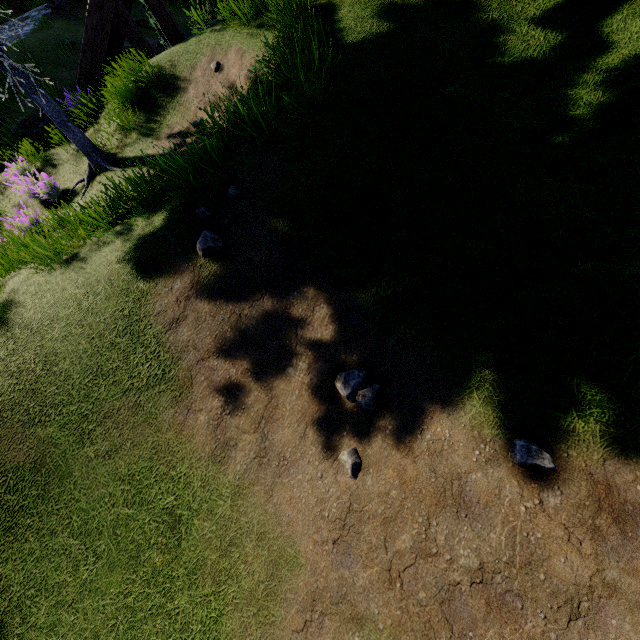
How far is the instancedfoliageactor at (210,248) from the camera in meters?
3.7 m

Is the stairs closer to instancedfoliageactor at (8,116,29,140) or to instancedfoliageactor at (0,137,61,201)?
instancedfoliageactor at (8,116,29,140)

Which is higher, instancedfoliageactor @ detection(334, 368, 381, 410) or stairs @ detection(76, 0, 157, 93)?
stairs @ detection(76, 0, 157, 93)

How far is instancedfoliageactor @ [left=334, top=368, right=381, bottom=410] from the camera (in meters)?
2.68

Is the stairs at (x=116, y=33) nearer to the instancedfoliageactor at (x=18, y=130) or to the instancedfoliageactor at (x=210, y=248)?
the instancedfoliageactor at (x=18, y=130)

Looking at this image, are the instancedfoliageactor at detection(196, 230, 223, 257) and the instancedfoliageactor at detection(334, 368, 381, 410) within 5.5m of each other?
yes

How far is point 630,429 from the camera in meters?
1.9

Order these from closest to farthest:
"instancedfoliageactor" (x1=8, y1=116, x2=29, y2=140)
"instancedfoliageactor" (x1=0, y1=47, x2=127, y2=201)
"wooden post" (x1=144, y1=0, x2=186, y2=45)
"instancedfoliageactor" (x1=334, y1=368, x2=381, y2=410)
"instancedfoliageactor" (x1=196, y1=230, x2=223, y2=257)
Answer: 1. "instancedfoliageactor" (x1=334, y1=368, x2=381, y2=410)
2. "instancedfoliageactor" (x1=196, y1=230, x2=223, y2=257)
3. "instancedfoliageactor" (x1=0, y1=47, x2=127, y2=201)
4. "wooden post" (x1=144, y1=0, x2=186, y2=45)
5. "instancedfoliageactor" (x1=8, y1=116, x2=29, y2=140)
